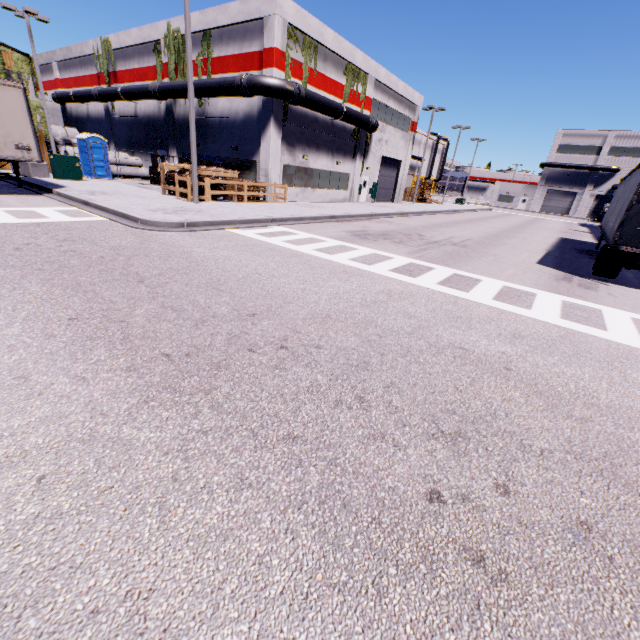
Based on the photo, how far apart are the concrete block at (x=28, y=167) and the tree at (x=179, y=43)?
10.5 meters

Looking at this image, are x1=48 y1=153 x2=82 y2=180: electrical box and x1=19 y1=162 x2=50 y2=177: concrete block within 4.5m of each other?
yes

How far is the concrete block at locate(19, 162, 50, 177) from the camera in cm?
1927

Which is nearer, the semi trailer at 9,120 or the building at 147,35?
the semi trailer at 9,120

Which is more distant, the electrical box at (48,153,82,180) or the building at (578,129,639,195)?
the building at (578,129,639,195)

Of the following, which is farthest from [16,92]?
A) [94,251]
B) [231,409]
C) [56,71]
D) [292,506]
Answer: [56,71]

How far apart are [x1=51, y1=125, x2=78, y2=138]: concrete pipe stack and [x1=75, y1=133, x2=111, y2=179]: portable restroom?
15.2 meters

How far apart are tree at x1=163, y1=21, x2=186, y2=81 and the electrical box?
9.8m
